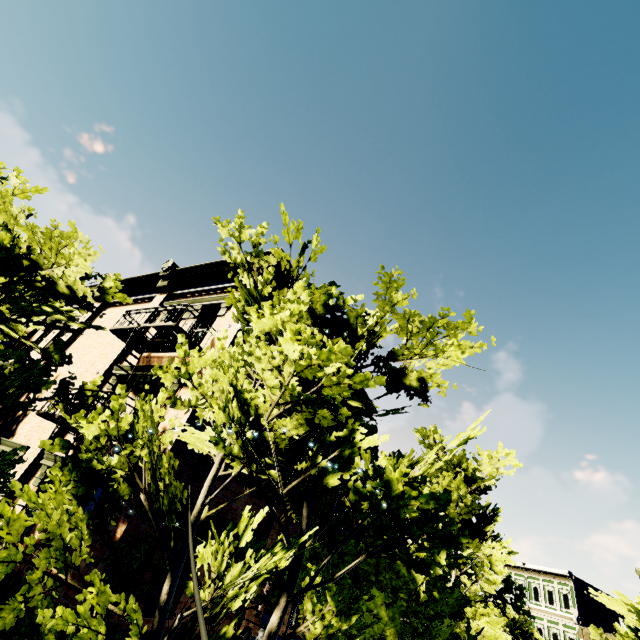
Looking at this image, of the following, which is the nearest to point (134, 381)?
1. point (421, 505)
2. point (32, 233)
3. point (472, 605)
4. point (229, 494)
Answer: point (229, 494)

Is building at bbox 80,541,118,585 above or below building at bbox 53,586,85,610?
above

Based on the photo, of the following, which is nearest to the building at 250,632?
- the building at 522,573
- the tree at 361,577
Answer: the tree at 361,577

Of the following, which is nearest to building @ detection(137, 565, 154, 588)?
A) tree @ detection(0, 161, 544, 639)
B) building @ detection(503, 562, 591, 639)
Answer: tree @ detection(0, 161, 544, 639)

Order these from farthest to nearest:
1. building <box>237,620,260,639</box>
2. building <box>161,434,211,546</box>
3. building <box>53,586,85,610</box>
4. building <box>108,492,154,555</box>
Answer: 1. building <box>237,620,260,639</box>
2. building <box>161,434,211,546</box>
3. building <box>108,492,154,555</box>
4. building <box>53,586,85,610</box>

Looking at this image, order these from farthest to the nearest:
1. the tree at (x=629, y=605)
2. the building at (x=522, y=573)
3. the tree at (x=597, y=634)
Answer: the building at (x=522, y=573), the tree at (x=597, y=634), the tree at (x=629, y=605)

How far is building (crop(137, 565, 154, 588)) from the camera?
6.6 meters
